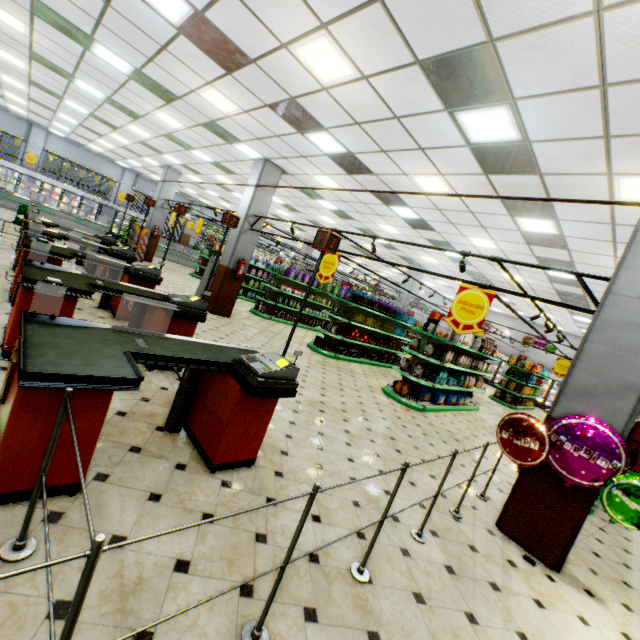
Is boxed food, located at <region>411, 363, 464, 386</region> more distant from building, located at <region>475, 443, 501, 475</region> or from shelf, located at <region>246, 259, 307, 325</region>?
shelf, located at <region>246, 259, 307, 325</region>

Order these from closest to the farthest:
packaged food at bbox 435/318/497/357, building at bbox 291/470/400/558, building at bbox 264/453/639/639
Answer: building at bbox 264/453/639/639 → building at bbox 291/470/400/558 → packaged food at bbox 435/318/497/357

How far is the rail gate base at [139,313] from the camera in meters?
4.9

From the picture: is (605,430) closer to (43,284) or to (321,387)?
(321,387)

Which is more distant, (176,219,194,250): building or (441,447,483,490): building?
(176,219,194,250): building

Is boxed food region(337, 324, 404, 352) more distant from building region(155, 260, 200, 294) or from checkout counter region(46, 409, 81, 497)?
checkout counter region(46, 409, 81, 497)

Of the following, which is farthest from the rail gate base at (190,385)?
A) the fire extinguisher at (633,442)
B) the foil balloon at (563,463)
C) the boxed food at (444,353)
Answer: the boxed food at (444,353)
